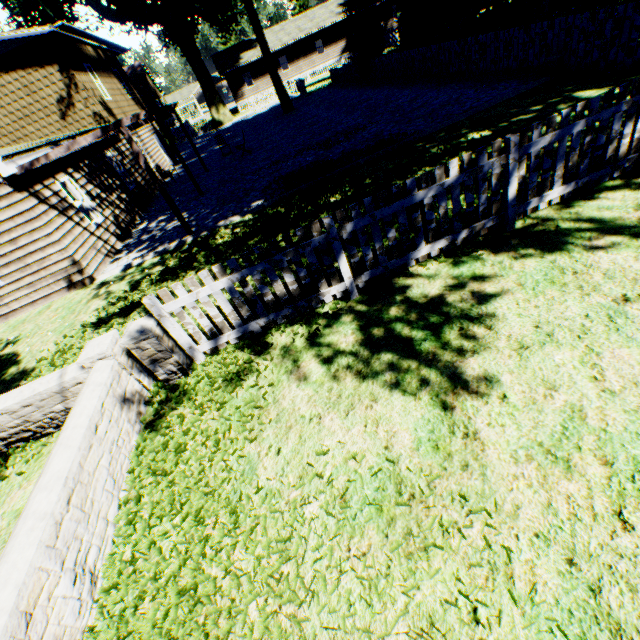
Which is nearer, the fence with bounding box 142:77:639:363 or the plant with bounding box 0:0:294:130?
the fence with bounding box 142:77:639:363

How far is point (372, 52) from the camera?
19.9 meters

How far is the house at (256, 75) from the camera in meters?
39.7 m

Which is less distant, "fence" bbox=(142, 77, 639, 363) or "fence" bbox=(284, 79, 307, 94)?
"fence" bbox=(142, 77, 639, 363)

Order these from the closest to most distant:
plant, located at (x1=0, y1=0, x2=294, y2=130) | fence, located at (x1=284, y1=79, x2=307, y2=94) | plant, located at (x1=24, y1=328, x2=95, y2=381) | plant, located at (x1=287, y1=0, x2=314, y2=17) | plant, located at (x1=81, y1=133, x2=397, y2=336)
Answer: plant, located at (x1=24, y1=328, x2=95, y2=381) < plant, located at (x1=81, y1=133, x2=397, y2=336) < plant, located at (x1=0, y1=0, x2=294, y2=130) < fence, located at (x1=284, y1=79, x2=307, y2=94) < plant, located at (x1=287, y1=0, x2=314, y2=17)

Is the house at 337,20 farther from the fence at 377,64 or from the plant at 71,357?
the plant at 71,357

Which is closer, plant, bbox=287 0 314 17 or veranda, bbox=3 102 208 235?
veranda, bbox=3 102 208 235

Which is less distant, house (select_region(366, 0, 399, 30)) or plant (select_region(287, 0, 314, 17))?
house (select_region(366, 0, 399, 30))
